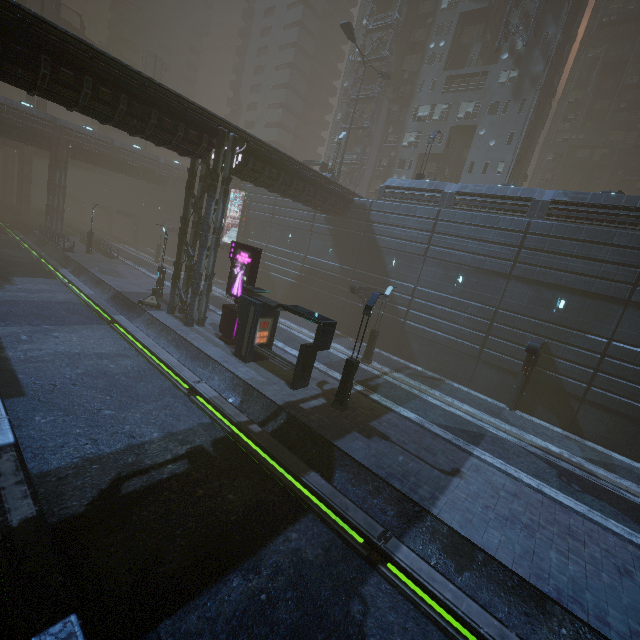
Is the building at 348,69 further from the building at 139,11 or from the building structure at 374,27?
the building at 139,11

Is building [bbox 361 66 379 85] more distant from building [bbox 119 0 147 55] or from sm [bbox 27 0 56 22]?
sm [bbox 27 0 56 22]

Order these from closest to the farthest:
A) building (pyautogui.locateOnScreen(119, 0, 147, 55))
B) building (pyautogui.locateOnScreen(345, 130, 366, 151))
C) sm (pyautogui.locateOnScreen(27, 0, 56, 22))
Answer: sm (pyautogui.locateOnScreen(27, 0, 56, 22))
building (pyautogui.locateOnScreen(345, 130, 366, 151))
building (pyautogui.locateOnScreen(119, 0, 147, 55))

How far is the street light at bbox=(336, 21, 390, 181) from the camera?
28.0 meters

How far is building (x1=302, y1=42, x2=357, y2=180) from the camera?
→ 35.2 meters

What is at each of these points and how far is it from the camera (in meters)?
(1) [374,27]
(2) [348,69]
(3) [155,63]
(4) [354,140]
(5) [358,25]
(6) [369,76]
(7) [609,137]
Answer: (1) building structure, 39.97
(2) building, 45.56
(3) sm, 51.72
(4) building, 46.84
(5) building, 44.41
(6) building, 42.25
(7) building, 47.03

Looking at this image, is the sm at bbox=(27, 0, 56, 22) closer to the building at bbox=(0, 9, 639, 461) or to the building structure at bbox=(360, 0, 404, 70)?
the building at bbox=(0, 9, 639, 461)

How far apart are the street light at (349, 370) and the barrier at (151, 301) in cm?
1509
